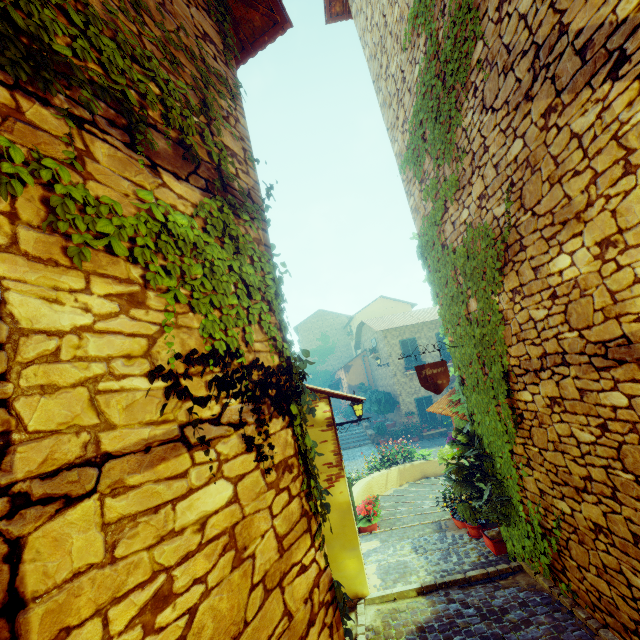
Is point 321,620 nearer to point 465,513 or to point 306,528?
point 306,528

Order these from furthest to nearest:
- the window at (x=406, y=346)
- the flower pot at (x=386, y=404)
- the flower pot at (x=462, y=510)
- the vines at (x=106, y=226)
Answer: the window at (x=406, y=346), the flower pot at (x=386, y=404), the flower pot at (x=462, y=510), the vines at (x=106, y=226)

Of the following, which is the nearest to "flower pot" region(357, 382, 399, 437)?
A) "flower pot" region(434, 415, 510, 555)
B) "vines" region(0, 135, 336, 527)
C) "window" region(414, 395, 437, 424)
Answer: "window" region(414, 395, 437, 424)

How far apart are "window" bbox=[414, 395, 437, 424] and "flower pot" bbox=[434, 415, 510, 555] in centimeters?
1423cm

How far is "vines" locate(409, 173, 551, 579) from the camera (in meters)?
4.12

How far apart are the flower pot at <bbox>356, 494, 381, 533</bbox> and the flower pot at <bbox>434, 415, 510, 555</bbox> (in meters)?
2.22

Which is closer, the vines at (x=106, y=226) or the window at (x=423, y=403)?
the vines at (x=106, y=226)

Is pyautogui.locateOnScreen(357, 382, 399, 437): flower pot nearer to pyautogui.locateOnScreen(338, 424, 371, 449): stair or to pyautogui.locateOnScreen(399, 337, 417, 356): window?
pyautogui.locateOnScreen(338, 424, 371, 449): stair
